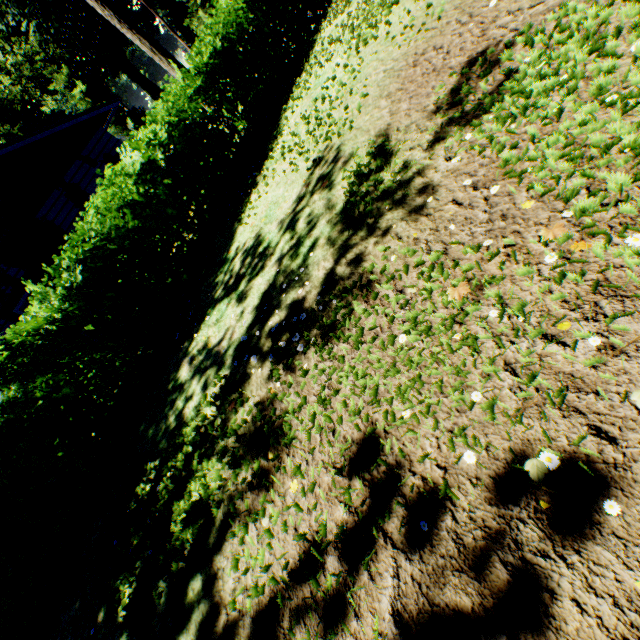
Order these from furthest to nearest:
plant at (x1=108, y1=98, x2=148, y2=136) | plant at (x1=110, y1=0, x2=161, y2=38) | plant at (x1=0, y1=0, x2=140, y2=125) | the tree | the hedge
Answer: plant at (x1=110, y1=0, x2=161, y2=38) < plant at (x1=108, y1=98, x2=148, y2=136) < plant at (x1=0, y1=0, x2=140, y2=125) < the tree < the hedge

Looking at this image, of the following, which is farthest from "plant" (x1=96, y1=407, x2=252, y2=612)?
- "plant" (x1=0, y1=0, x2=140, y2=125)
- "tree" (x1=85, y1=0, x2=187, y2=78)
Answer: "tree" (x1=85, y1=0, x2=187, y2=78)

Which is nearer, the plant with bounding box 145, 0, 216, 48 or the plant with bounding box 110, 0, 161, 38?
→ the plant with bounding box 145, 0, 216, 48

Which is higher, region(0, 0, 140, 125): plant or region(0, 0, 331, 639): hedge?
region(0, 0, 140, 125): plant

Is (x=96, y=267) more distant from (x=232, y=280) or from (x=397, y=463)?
(x=397, y=463)

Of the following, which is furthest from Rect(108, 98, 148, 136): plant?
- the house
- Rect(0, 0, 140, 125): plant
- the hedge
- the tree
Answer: the tree

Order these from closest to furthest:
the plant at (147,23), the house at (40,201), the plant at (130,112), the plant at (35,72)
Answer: the house at (40,201) < the plant at (35,72) < the plant at (130,112) < the plant at (147,23)

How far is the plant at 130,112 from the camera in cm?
4962
